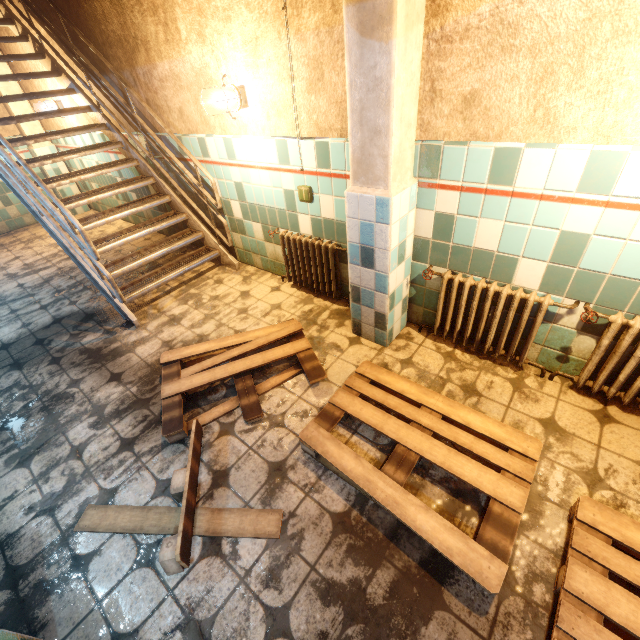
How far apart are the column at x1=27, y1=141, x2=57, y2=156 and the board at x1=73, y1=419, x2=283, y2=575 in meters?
6.9 m

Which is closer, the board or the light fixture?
the board

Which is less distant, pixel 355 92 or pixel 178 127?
pixel 355 92

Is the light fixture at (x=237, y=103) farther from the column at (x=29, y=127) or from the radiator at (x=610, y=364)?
the column at (x=29, y=127)

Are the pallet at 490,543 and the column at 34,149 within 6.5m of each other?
no

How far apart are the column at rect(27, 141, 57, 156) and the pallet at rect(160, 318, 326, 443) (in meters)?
6.07

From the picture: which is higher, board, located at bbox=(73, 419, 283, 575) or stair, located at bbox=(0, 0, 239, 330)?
stair, located at bbox=(0, 0, 239, 330)

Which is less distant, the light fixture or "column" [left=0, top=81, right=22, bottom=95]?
the light fixture
